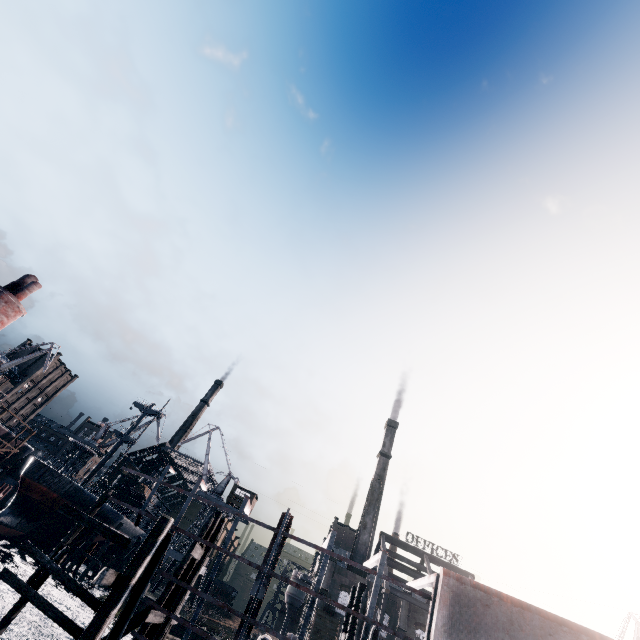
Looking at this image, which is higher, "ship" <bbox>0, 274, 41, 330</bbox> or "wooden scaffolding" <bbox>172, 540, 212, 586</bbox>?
"ship" <bbox>0, 274, 41, 330</bbox>

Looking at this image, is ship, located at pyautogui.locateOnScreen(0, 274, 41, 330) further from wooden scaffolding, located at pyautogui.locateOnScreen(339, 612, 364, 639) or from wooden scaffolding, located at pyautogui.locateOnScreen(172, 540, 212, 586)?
wooden scaffolding, located at pyautogui.locateOnScreen(339, 612, 364, 639)

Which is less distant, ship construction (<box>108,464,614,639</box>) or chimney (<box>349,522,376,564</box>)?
ship construction (<box>108,464,614,639</box>)

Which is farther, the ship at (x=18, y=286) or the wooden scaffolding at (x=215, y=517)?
the ship at (x=18, y=286)

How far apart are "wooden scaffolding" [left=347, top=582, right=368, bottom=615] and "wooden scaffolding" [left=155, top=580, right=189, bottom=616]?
8.3 meters

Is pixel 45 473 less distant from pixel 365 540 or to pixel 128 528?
pixel 128 528

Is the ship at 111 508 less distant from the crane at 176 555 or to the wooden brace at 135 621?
the crane at 176 555

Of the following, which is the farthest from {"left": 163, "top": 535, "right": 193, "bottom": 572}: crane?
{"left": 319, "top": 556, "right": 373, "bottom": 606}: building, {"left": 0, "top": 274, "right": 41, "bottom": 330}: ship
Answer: {"left": 0, "top": 274, "right": 41, "bottom": 330}: ship
